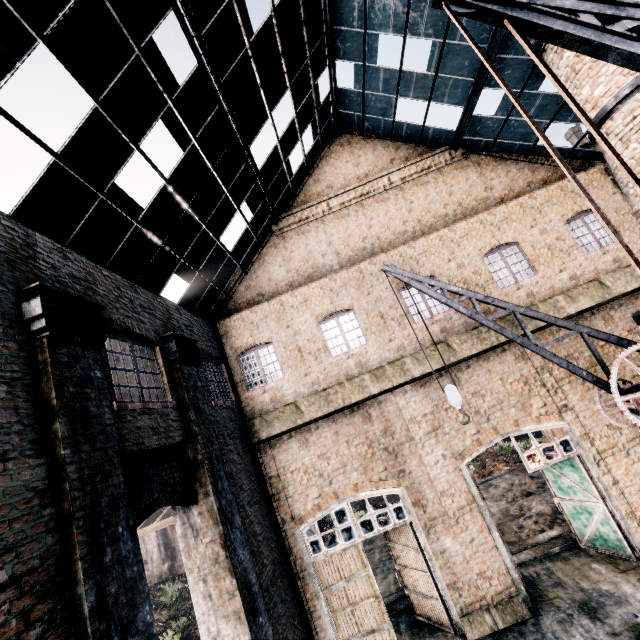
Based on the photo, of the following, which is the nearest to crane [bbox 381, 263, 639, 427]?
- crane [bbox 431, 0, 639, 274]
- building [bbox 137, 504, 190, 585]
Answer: crane [bbox 431, 0, 639, 274]

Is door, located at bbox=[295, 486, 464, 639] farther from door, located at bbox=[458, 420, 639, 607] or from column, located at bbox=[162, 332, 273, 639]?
column, located at bbox=[162, 332, 273, 639]

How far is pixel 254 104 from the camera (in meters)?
10.43

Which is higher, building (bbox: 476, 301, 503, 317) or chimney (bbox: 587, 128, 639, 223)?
chimney (bbox: 587, 128, 639, 223)

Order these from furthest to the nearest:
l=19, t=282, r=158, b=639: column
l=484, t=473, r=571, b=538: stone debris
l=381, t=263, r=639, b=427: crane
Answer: l=484, t=473, r=571, b=538: stone debris
l=381, t=263, r=639, b=427: crane
l=19, t=282, r=158, b=639: column

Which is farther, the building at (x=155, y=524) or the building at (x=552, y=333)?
the building at (x=155, y=524)

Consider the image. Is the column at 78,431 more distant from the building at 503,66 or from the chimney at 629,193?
the chimney at 629,193

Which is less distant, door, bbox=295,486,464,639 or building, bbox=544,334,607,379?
door, bbox=295,486,464,639
